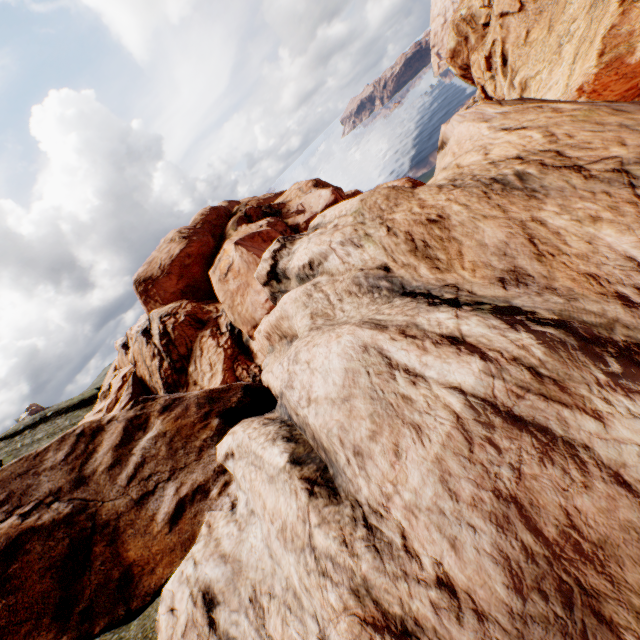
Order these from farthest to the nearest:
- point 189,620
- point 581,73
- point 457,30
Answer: point 457,30, point 581,73, point 189,620
